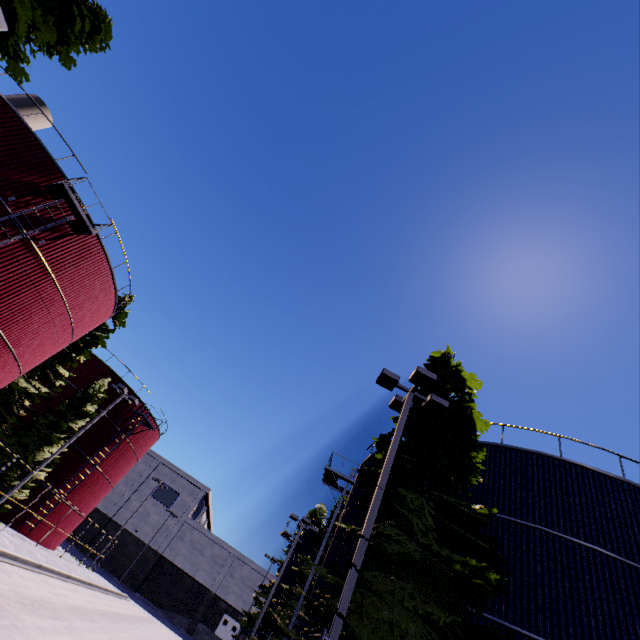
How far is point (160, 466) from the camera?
57.5 meters

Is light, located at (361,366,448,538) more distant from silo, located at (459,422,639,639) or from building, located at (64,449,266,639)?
building, located at (64,449,266,639)

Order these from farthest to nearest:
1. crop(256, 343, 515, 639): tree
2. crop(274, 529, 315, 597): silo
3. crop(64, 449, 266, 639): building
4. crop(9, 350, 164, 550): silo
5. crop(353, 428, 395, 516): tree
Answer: crop(64, 449, 266, 639): building, crop(274, 529, 315, 597): silo, crop(9, 350, 164, 550): silo, crop(353, 428, 395, 516): tree, crop(256, 343, 515, 639): tree

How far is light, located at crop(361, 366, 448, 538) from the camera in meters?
8.2 m

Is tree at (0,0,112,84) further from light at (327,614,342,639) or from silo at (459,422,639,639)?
light at (327,614,342,639)

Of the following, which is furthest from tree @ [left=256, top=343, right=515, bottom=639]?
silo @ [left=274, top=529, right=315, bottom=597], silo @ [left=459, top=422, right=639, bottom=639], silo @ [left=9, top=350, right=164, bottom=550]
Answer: silo @ [left=9, top=350, right=164, bottom=550]

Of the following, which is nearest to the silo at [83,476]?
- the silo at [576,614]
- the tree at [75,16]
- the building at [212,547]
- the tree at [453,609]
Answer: the silo at [576,614]

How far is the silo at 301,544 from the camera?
29.2m
